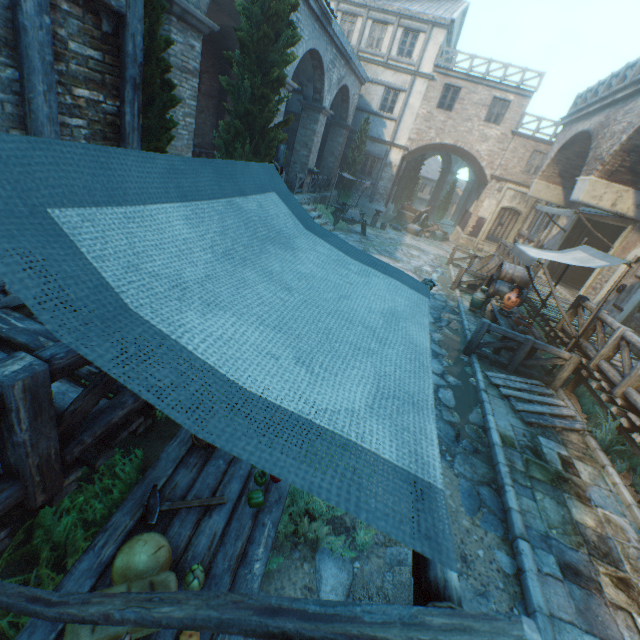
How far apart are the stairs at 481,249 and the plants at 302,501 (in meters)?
21.27

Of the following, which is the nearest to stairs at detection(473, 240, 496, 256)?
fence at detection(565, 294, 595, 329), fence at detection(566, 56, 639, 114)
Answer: fence at detection(566, 56, 639, 114)

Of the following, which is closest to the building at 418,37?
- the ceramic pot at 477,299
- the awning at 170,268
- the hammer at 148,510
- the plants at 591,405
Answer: the awning at 170,268

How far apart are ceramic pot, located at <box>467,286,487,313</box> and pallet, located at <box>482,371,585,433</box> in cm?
Answer: 366

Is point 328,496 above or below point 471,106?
below

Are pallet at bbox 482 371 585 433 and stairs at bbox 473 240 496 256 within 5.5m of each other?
no

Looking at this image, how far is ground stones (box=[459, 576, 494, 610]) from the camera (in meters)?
3.03

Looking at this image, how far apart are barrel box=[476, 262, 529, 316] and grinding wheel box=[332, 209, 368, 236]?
6.78m
